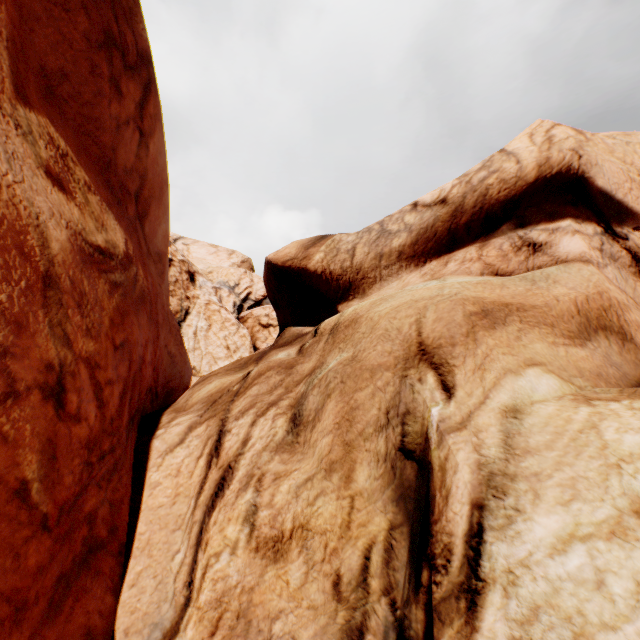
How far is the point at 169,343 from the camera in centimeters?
790cm
